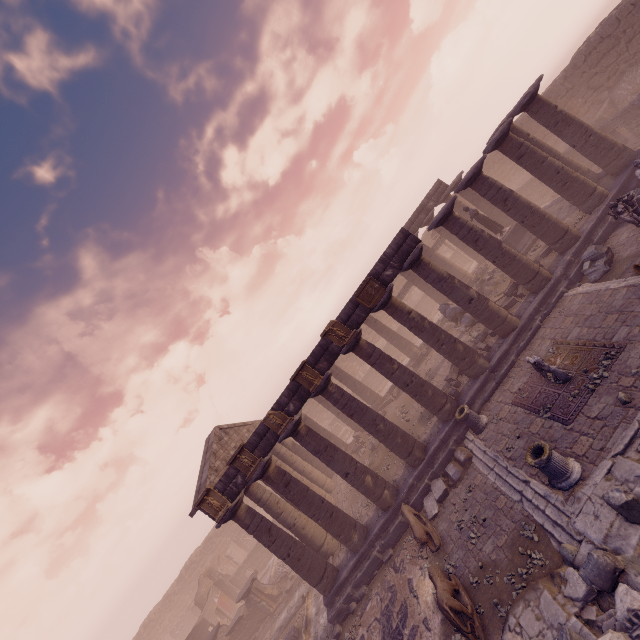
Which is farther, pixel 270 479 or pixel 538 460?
pixel 270 479

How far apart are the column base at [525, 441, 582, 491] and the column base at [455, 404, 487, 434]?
3.7 meters

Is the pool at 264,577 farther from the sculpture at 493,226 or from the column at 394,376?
the sculpture at 493,226

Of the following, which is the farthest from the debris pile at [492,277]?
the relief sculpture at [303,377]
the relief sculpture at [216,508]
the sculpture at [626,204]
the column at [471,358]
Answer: the relief sculpture at [216,508]

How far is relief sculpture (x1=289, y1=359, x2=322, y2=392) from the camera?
13.45m

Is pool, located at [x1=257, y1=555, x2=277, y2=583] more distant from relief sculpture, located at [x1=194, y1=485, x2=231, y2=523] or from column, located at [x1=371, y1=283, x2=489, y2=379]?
column, located at [x1=371, y1=283, x2=489, y2=379]

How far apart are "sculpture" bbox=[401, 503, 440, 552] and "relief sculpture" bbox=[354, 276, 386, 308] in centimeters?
781cm

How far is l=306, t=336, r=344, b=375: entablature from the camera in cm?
1366
